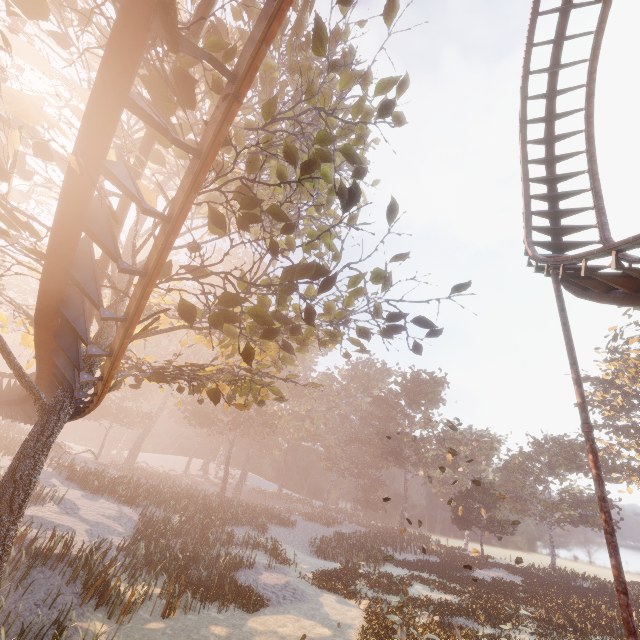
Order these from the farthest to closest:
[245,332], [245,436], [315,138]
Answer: [245,436] < [245,332] < [315,138]

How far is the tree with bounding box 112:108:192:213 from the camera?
5.0m

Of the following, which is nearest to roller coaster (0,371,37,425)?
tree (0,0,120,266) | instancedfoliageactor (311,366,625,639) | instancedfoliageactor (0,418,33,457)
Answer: tree (0,0,120,266)

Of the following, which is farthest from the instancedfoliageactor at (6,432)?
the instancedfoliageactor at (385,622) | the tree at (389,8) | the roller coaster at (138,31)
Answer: the tree at (389,8)

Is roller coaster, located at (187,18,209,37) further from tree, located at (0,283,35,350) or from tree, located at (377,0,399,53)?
tree, located at (377,0,399,53)

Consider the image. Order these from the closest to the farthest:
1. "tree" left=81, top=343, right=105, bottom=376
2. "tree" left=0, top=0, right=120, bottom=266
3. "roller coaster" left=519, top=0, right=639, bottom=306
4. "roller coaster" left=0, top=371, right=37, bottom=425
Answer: "tree" left=0, top=0, right=120, bottom=266 → "roller coaster" left=519, top=0, right=639, bottom=306 → "tree" left=81, top=343, right=105, bottom=376 → "roller coaster" left=0, top=371, right=37, bottom=425

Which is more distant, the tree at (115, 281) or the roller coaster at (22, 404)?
the roller coaster at (22, 404)
